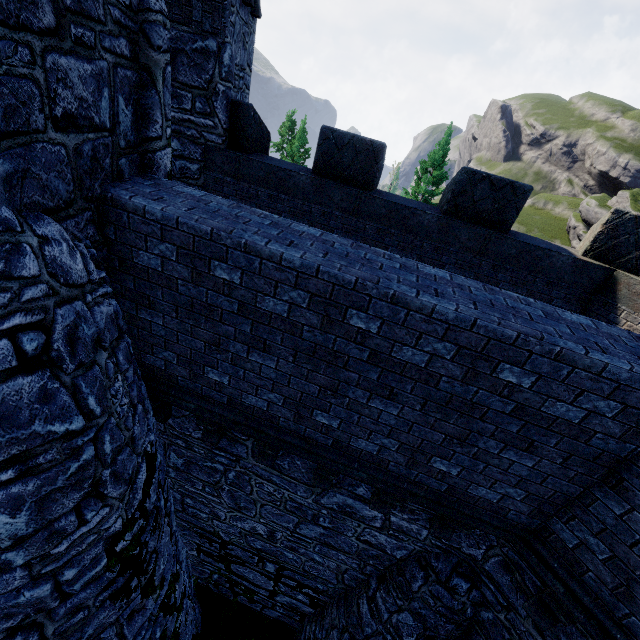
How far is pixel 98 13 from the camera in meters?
2.8 m
